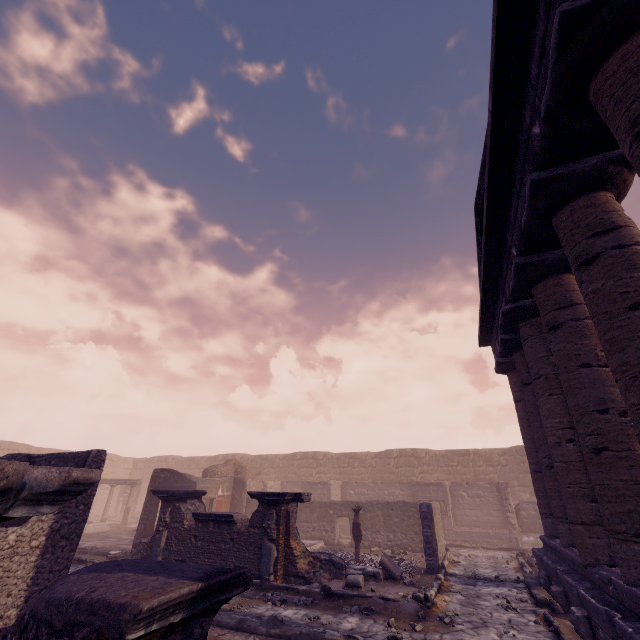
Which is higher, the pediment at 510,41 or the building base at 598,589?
the pediment at 510,41

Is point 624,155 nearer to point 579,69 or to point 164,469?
point 579,69

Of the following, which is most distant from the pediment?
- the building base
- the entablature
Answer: the building base

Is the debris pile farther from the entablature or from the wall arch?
the wall arch

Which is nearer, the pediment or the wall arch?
the pediment

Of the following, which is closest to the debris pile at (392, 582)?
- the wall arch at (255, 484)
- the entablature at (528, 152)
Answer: the entablature at (528, 152)

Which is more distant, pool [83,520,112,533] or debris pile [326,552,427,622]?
pool [83,520,112,533]

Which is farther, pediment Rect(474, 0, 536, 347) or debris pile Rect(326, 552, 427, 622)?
debris pile Rect(326, 552, 427, 622)
